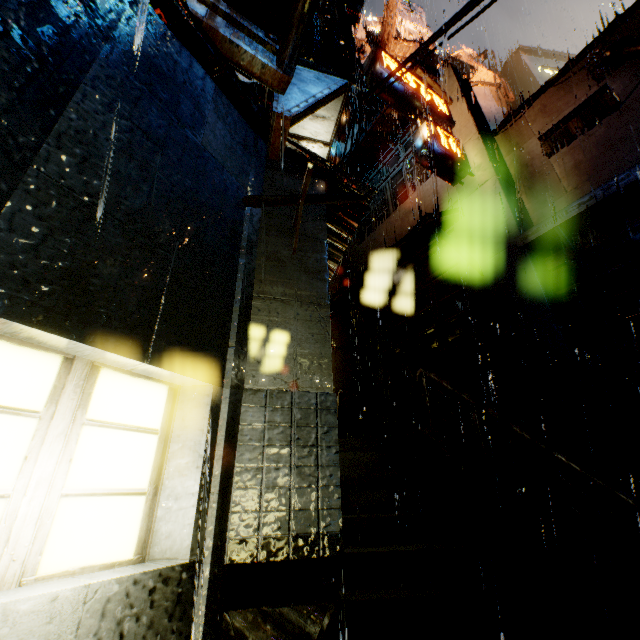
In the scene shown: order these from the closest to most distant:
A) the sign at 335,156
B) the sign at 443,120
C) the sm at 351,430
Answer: the sign at 443,120 < the sm at 351,430 < the sign at 335,156

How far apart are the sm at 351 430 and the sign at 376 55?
10.12m

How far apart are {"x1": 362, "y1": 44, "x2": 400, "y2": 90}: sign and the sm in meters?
10.1 m

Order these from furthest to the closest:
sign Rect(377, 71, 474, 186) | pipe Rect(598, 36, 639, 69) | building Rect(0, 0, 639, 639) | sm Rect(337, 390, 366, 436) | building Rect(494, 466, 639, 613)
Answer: sm Rect(337, 390, 366, 436)
sign Rect(377, 71, 474, 186)
pipe Rect(598, 36, 639, 69)
building Rect(494, 466, 639, 613)
building Rect(0, 0, 639, 639)

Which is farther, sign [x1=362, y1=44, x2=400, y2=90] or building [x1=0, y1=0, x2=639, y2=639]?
sign [x1=362, y1=44, x2=400, y2=90]

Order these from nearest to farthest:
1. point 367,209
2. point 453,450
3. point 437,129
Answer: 1. point 453,450
2. point 437,129
3. point 367,209

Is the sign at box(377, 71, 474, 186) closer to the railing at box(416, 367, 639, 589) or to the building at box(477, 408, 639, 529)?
the building at box(477, 408, 639, 529)

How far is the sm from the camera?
12.0 meters
